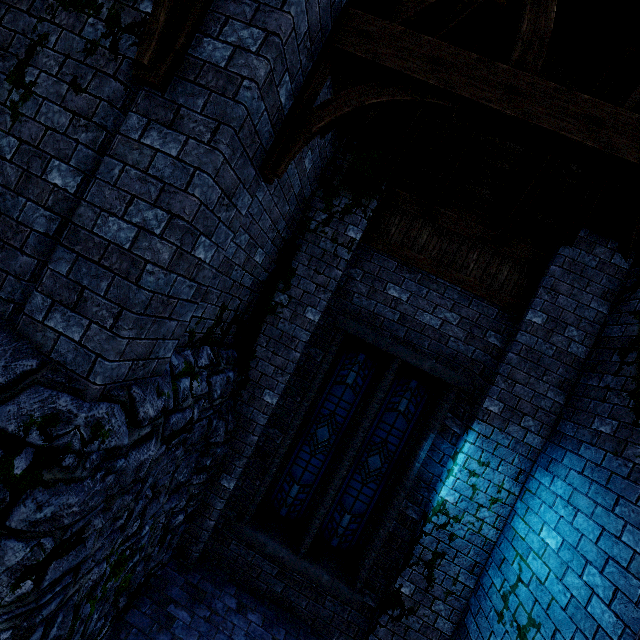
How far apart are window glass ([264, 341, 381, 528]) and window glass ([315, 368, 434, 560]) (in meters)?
0.26

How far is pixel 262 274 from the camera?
5.1 meters

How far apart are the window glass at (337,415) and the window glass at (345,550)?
0.3m

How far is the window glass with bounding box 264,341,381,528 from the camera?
5.58m

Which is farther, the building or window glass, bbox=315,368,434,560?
window glass, bbox=315,368,434,560

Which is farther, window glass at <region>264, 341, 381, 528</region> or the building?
window glass at <region>264, 341, 381, 528</region>

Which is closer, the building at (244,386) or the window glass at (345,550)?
the building at (244,386)

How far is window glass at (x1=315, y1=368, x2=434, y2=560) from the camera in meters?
5.5 m
